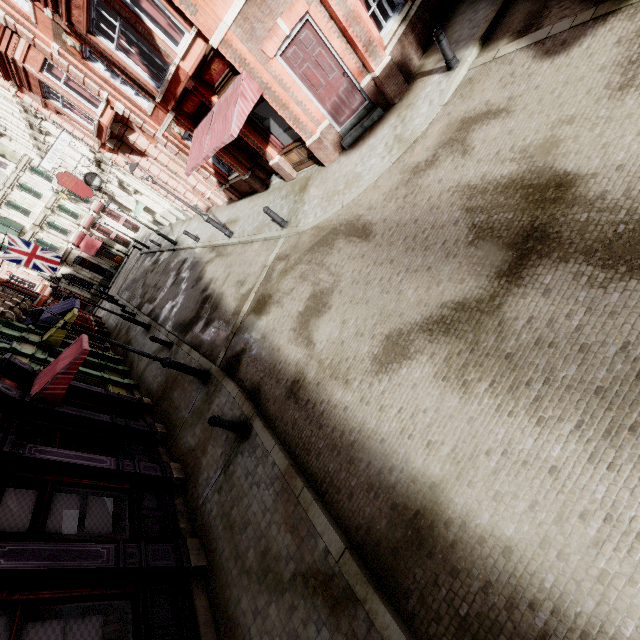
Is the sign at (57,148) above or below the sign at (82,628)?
above

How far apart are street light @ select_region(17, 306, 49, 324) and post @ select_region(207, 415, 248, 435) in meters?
3.2 m

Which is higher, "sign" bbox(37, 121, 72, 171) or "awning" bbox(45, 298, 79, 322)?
"sign" bbox(37, 121, 72, 171)

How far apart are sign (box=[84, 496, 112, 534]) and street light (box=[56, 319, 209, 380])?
3.47m

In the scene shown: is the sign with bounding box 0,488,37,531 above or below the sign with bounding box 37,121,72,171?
below

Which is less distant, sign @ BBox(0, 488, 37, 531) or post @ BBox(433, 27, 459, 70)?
sign @ BBox(0, 488, 37, 531)

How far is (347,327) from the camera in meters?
6.8 m

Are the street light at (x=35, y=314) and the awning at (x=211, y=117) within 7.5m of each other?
yes
